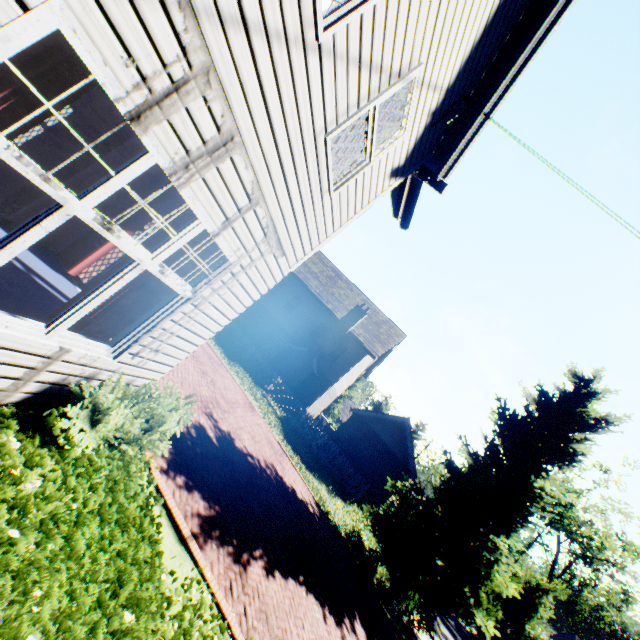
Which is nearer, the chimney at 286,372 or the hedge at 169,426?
the hedge at 169,426

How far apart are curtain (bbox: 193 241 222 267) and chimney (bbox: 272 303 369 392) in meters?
18.0 m

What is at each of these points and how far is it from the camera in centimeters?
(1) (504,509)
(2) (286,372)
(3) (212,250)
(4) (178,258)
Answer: (1) tree, 1358cm
(2) chimney, 2239cm
(3) curtain, 434cm
(4) curtain, 404cm

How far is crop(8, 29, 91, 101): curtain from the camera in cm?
194

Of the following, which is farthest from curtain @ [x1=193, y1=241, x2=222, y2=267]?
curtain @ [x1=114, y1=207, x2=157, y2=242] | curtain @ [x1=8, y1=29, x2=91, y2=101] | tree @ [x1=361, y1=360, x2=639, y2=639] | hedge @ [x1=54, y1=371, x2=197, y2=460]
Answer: tree @ [x1=361, y1=360, x2=639, y2=639]

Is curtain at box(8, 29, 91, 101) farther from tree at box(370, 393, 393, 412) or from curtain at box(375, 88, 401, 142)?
tree at box(370, 393, 393, 412)

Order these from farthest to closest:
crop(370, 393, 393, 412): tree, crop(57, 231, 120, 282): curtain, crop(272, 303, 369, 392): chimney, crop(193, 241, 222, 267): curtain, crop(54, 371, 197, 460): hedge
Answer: crop(370, 393, 393, 412): tree, crop(272, 303, 369, 392): chimney, crop(57, 231, 120, 282): curtain, crop(193, 241, 222, 267): curtain, crop(54, 371, 197, 460): hedge

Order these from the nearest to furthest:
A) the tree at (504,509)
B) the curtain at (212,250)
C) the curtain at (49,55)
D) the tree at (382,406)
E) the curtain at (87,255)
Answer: the curtain at (49,55), the curtain at (212,250), the curtain at (87,255), the tree at (504,509), the tree at (382,406)
